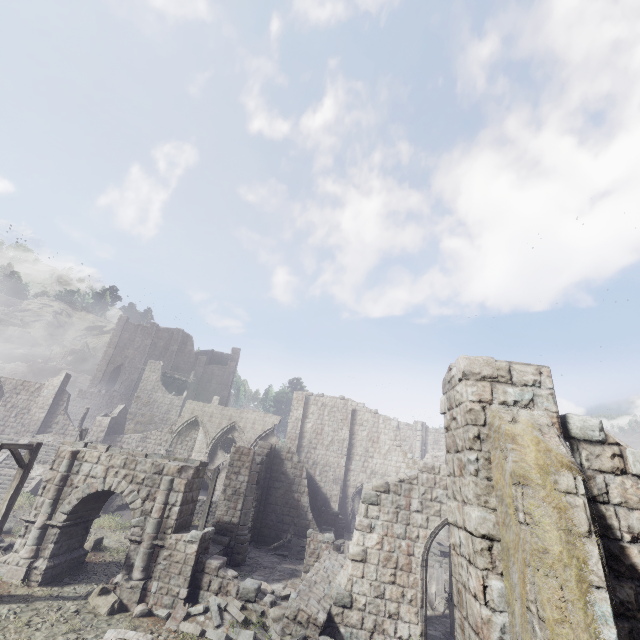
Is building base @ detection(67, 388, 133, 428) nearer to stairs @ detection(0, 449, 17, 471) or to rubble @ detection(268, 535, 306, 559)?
stairs @ detection(0, 449, 17, 471)

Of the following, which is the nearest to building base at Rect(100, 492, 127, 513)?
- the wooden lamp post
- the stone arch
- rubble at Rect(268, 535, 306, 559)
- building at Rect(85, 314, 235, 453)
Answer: rubble at Rect(268, 535, 306, 559)

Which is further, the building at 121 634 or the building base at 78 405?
the building base at 78 405

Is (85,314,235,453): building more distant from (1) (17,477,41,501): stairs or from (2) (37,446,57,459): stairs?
(1) (17,477,41,501): stairs

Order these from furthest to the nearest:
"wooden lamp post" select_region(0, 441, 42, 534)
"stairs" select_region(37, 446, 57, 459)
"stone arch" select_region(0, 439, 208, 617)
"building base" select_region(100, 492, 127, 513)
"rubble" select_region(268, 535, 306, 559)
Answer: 1. "stairs" select_region(37, 446, 57, 459)
2. "building base" select_region(100, 492, 127, 513)
3. "rubble" select_region(268, 535, 306, 559)
4. "stone arch" select_region(0, 439, 208, 617)
5. "wooden lamp post" select_region(0, 441, 42, 534)

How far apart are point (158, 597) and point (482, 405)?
13.90m

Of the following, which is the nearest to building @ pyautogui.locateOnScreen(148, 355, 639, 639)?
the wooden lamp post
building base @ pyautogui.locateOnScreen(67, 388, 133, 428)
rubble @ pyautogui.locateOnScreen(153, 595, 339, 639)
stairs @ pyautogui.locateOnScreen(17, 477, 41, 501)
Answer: rubble @ pyautogui.locateOnScreen(153, 595, 339, 639)

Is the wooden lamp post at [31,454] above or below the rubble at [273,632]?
above
